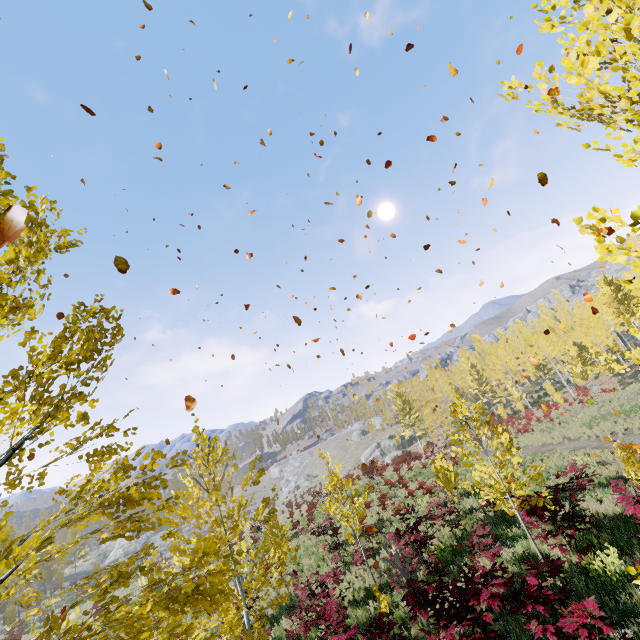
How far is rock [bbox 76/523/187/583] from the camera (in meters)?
45.41

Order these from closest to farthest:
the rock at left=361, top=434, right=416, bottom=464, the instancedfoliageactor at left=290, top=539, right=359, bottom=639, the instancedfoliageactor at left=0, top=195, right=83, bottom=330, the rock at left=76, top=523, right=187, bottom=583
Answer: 1. the instancedfoliageactor at left=0, top=195, right=83, bottom=330
2. the instancedfoliageactor at left=290, top=539, right=359, bottom=639
3. the rock at left=76, top=523, right=187, bottom=583
4. the rock at left=361, top=434, right=416, bottom=464

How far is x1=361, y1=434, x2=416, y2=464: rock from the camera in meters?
49.4

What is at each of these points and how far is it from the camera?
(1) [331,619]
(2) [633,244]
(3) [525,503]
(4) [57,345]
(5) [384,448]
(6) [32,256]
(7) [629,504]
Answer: (1) instancedfoliageactor, 8.3m
(2) instancedfoliageactor, 1.6m
(3) instancedfoliageactor, 8.2m
(4) instancedfoliageactor, 3.1m
(5) rock, 54.4m
(6) instancedfoliageactor, 3.8m
(7) instancedfoliageactor, 6.7m

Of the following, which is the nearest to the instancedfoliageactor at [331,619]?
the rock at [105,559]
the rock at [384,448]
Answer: the rock at [384,448]

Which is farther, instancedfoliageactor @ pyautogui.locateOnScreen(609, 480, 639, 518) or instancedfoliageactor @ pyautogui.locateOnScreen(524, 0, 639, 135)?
instancedfoliageactor @ pyautogui.locateOnScreen(609, 480, 639, 518)

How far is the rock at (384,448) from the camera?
49.35m

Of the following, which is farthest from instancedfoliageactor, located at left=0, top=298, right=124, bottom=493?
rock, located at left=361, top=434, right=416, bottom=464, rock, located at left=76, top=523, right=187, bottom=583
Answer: rock, located at left=76, top=523, right=187, bottom=583
